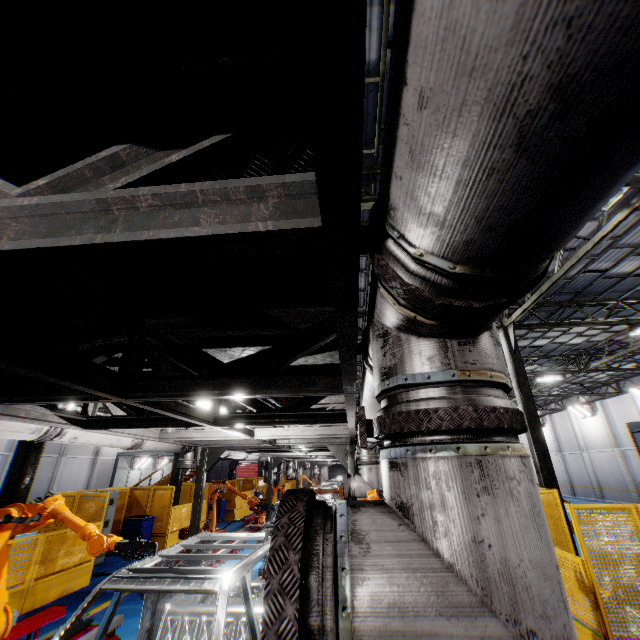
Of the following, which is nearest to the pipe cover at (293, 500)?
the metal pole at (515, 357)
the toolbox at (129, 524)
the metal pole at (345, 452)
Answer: the metal pole at (345, 452)

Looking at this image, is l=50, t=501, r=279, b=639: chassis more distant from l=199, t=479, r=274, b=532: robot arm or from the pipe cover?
the pipe cover

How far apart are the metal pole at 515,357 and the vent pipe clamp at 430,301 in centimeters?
1320cm

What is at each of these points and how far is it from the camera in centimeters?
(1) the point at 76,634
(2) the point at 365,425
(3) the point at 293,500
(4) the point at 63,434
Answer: (1) metal platform, 577cm
(2) vent pipe clamp, 116cm
(3) pipe cover, 105cm
(4) vent pipe, 464cm

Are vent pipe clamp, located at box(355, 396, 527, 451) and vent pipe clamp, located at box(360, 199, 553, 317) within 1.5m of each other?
yes

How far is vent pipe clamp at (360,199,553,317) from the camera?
0.8 meters

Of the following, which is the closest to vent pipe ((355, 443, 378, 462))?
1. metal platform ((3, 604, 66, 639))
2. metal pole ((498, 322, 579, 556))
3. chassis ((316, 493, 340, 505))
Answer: chassis ((316, 493, 340, 505))

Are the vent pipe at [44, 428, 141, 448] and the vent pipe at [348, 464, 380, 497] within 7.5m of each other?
yes
